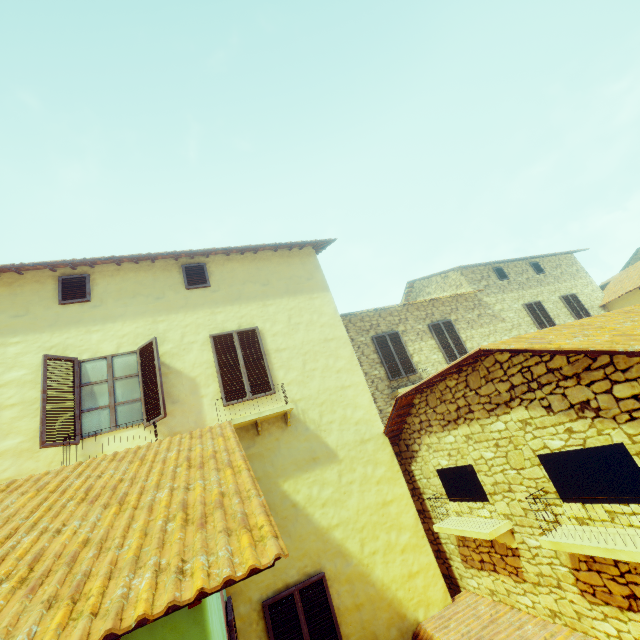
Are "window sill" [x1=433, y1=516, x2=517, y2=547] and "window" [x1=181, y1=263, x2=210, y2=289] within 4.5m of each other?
no

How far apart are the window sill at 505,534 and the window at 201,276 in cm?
703

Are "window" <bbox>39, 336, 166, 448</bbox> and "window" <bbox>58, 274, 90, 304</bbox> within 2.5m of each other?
yes

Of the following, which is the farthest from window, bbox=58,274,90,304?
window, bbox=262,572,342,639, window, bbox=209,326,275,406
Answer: window, bbox=262,572,342,639

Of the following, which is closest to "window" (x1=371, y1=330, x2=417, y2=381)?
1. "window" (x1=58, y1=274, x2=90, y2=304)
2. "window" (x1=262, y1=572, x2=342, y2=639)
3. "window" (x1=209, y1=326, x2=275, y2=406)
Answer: "window" (x1=262, y1=572, x2=342, y2=639)

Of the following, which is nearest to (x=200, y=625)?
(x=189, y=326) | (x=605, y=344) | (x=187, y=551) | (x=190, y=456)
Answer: (x=187, y=551)

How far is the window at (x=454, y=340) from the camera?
11.7 meters

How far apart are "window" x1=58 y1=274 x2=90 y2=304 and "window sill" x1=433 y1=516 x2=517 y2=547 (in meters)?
8.41
